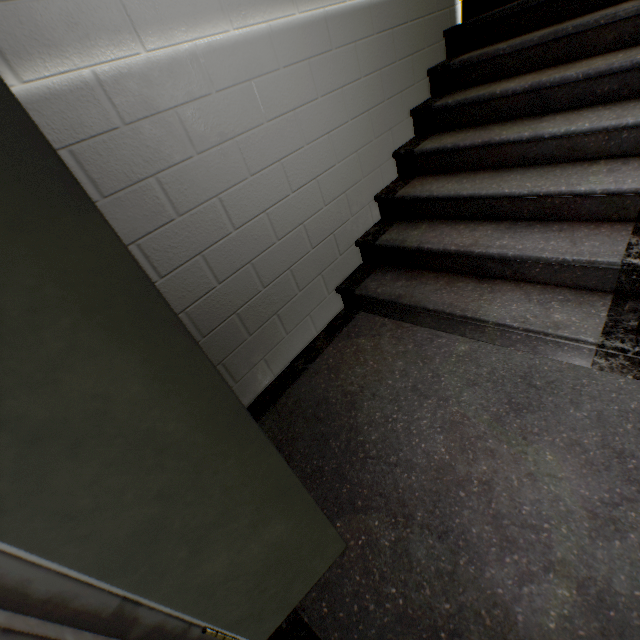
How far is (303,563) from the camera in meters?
1.0 m

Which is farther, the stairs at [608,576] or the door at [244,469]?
the stairs at [608,576]

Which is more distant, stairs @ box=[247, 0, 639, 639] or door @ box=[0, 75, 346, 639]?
stairs @ box=[247, 0, 639, 639]
